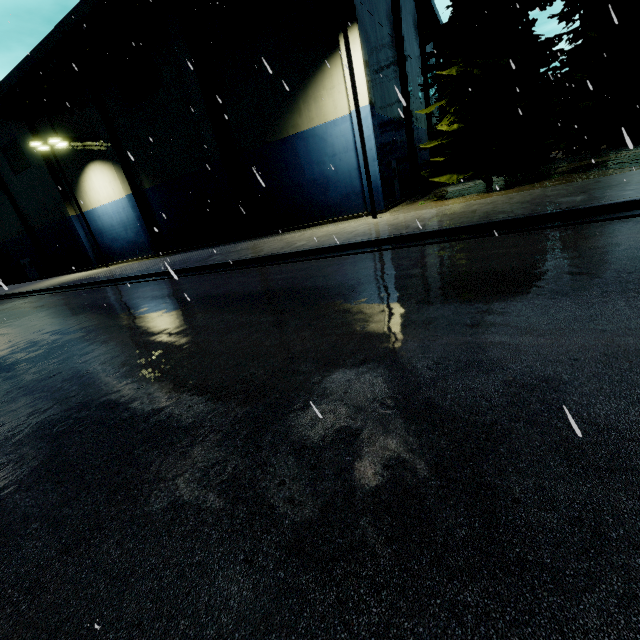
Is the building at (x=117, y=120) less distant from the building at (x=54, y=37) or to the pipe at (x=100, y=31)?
the pipe at (x=100, y=31)

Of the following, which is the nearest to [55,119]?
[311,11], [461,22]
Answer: [311,11]

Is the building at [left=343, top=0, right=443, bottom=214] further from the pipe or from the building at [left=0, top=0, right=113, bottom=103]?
the building at [left=0, top=0, right=113, bottom=103]

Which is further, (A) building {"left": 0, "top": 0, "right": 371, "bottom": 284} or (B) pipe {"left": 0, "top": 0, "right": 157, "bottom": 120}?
(B) pipe {"left": 0, "top": 0, "right": 157, "bottom": 120}

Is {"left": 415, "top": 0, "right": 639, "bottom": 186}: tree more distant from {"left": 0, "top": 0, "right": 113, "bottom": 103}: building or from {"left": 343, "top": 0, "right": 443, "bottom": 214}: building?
{"left": 343, "top": 0, "right": 443, "bottom": 214}: building

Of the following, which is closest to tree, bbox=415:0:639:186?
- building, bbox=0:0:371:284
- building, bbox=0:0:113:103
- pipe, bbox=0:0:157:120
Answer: building, bbox=0:0:113:103

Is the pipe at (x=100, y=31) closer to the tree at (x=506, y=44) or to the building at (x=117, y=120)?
the building at (x=117, y=120)

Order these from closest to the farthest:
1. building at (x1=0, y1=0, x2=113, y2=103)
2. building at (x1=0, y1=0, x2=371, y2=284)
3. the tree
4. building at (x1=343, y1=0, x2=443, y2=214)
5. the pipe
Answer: the tree < building at (x1=343, y1=0, x2=443, y2=214) < building at (x1=0, y1=0, x2=371, y2=284) < the pipe < building at (x1=0, y1=0, x2=113, y2=103)
